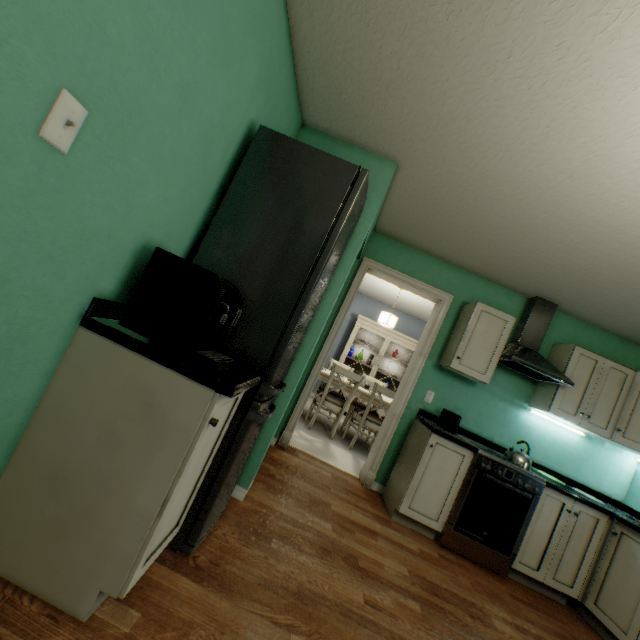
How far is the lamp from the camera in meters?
5.0

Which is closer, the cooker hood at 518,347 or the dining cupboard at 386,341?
the cooker hood at 518,347

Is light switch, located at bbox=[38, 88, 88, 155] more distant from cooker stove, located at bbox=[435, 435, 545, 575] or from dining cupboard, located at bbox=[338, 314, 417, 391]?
dining cupboard, located at bbox=[338, 314, 417, 391]

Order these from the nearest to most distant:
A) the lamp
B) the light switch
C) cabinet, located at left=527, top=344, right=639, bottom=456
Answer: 1. the light switch
2. cabinet, located at left=527, top=344, right=639, bottom=456
3. the lamp

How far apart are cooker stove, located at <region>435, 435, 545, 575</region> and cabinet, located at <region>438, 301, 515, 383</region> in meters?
0.6 m

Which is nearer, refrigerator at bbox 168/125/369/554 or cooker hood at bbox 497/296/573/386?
refrigerator at bbox 168/125/369/554

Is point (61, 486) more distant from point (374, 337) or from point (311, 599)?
point (374, 337)

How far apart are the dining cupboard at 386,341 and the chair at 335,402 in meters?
1.7
